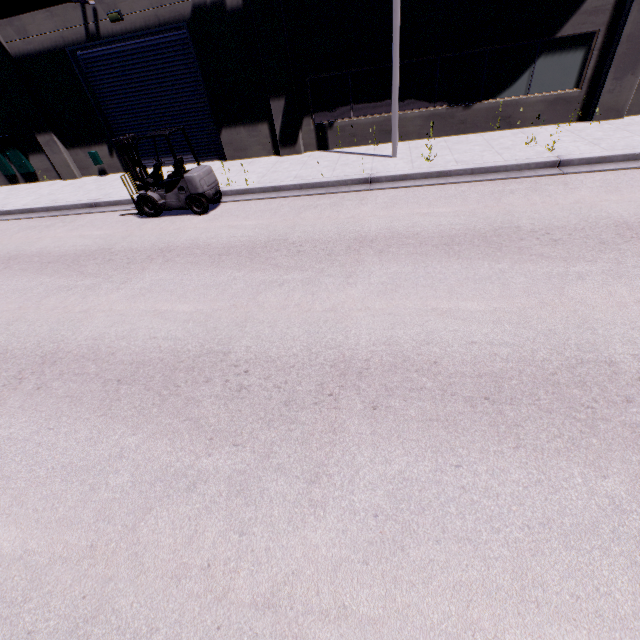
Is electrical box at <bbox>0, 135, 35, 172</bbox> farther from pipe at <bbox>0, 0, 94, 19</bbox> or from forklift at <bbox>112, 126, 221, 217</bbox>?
forklift at <bbox>112, 126, 221, 217</bbox>

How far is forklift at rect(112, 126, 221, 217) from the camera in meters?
9.1

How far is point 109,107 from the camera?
13.4 meters

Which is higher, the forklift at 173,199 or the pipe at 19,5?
the pipe at 19,5

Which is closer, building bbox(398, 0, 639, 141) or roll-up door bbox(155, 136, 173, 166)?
building bbox(398, 0, 639, 141)

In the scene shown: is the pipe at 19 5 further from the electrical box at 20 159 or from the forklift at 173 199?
the electrical box at 20 159

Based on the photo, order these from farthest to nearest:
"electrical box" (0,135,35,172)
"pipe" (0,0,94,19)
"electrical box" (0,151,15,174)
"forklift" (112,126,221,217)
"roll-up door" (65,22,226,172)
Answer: "electrical box" (0,151,15,174) → "electrical box" (0,135,35,172) → "roll-up door" (65,22,226,172) → "pipe" (0,0,94,19) → "forklift" (112,126,221,217)
